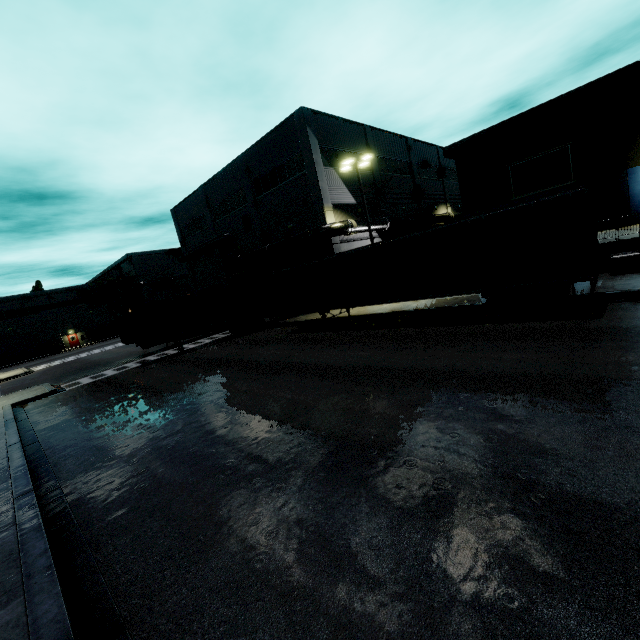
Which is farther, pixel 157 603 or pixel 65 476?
pixel 65 476

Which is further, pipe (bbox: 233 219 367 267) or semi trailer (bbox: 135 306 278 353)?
pipe (bbox: 233 219 367 267)

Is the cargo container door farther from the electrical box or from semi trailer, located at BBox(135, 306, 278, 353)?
the electrical box

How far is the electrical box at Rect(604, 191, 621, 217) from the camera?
21.0m

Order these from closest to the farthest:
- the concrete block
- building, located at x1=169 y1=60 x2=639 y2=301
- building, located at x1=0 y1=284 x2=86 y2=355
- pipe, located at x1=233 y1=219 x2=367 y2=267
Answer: the concrete block → building, located at x1=169 y1=60 x2=639 y2=301 → pipe, located at x1=233 y1=219 x2=367 y2=267 → building, located at x1=0 y1=284 x2=86 y2=355

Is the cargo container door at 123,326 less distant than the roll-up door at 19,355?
Yes

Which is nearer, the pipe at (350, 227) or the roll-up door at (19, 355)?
the pipe at (350, 227)
